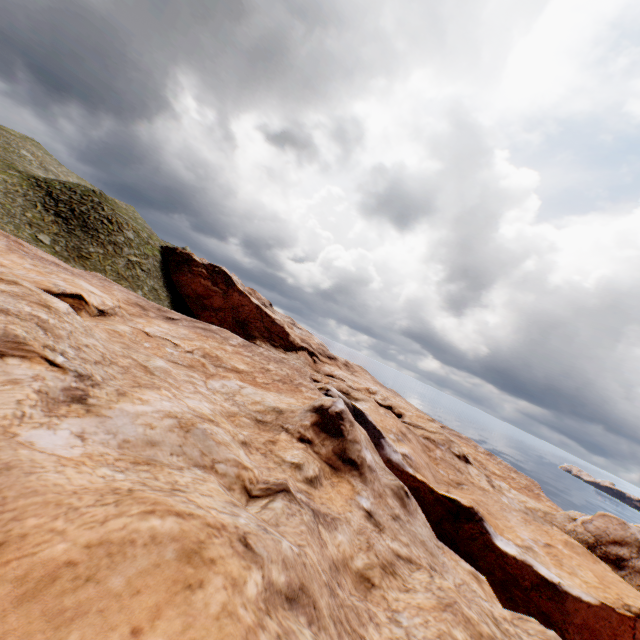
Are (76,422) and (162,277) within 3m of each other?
no
